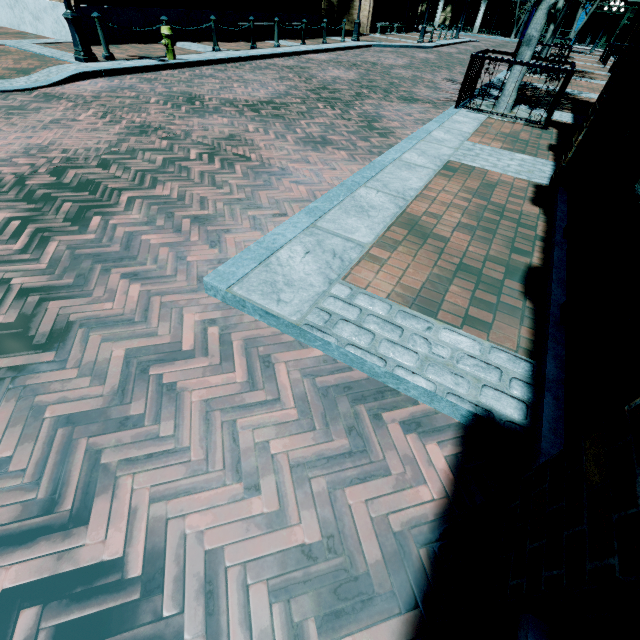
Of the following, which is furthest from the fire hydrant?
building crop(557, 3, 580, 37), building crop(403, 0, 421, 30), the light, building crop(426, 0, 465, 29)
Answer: building crop(426, 0, 465, 29)

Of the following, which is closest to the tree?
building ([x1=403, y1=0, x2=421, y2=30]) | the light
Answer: building ([x1=403, y1=0, x2=421, y2=30])

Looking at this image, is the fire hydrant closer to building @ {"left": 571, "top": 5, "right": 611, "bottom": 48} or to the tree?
the tree

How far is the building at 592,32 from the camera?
33.5 meters

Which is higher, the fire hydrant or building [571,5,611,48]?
building [571,5,611,48]

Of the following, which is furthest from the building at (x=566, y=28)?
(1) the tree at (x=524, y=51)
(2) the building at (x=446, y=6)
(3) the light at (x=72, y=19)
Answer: (3) the light at (x=72, y=19)

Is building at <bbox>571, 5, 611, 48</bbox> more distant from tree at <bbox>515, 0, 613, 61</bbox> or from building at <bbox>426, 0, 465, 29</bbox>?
tree at <bbox>515, 0, 613, 61</bbox>

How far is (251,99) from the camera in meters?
7.2
